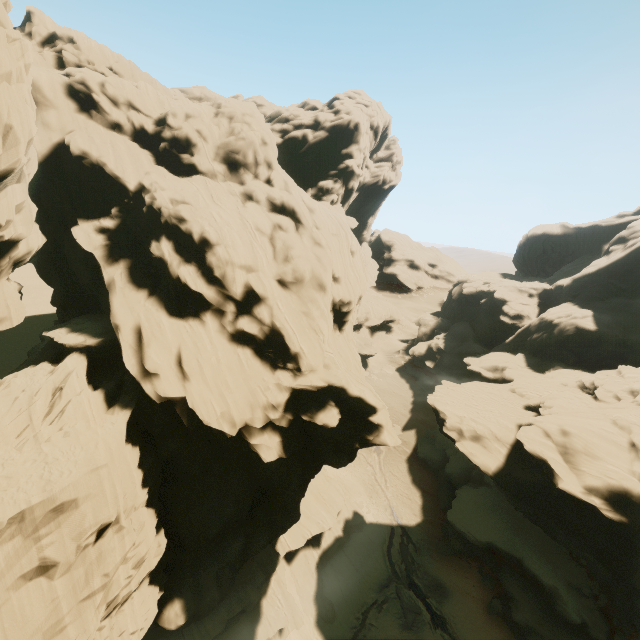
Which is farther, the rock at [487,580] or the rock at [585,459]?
the rock at [487,580]

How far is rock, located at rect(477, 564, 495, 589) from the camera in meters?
32.1 m

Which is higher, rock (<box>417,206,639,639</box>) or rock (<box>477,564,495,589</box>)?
rock (<box>417,206,639,639</box>)

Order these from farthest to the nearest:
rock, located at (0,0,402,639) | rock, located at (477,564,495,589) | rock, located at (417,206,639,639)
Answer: rock, located at (477,564,495,589)
rock, located at (417,206,639,639)
rock, located at (0,0,402,639)

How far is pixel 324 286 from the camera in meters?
29.0

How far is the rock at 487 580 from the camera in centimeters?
3212cm

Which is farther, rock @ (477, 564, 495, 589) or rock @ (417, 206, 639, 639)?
rock @ (477, 564, 495, 589)
